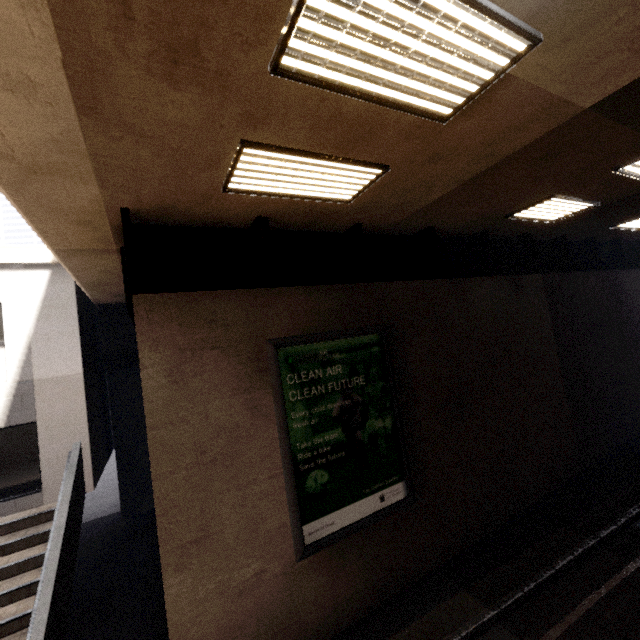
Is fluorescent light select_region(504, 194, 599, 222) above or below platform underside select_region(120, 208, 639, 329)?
above

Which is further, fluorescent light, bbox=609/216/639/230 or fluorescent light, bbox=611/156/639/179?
fluorescent light, bbox=609/216/639/230

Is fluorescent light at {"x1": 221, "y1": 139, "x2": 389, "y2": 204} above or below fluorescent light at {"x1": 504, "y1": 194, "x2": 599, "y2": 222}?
below

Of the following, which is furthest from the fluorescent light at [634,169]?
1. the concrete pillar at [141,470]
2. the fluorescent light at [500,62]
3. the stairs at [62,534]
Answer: the concrete pillar at [141,470]

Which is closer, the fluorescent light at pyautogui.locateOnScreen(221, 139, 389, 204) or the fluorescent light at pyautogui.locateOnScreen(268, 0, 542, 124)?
the fluorescent light at pyautogui.locateOnScreen(268, 0, 542, 124)

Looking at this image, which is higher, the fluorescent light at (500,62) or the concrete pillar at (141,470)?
the fluorescent light at (500,62)

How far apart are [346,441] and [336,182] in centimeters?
437cm

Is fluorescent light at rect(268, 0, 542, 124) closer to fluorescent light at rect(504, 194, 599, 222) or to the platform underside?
the platform underside
